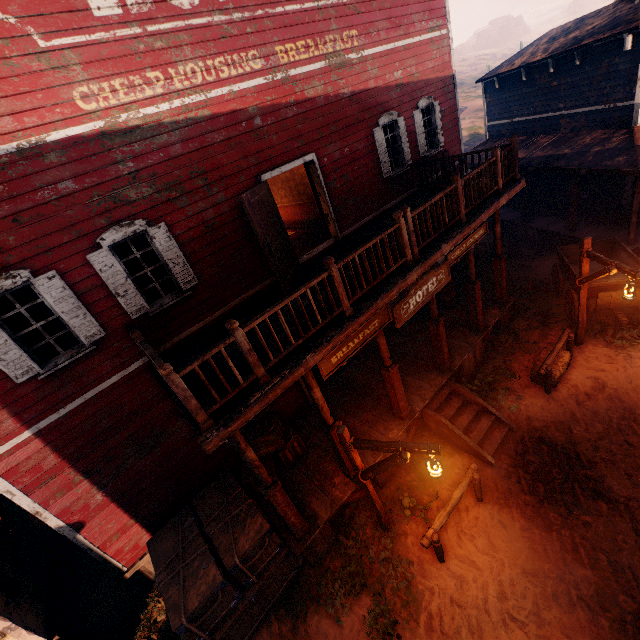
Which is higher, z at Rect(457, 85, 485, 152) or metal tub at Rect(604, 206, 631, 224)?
z at Rect(457, 85, 485, 152)

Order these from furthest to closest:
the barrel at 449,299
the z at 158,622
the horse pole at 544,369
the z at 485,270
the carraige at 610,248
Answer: the z at 485,270, the barrel at 449,299, the carraige at 610,248, the horse pole at 544,369, the z at 158,622

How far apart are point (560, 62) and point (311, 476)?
17.65m

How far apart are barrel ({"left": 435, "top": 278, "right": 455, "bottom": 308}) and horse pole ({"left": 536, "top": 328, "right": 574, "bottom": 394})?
3.3 meters

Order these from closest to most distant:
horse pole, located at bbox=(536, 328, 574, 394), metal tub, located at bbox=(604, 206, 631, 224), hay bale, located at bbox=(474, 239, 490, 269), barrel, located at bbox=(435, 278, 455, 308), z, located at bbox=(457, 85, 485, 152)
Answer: horse pole, located at bbox=(536, 328, 574, 394), barrel, located at bbox=(435, 278, 455, 308), metal tub, located at bbox=(604, 206, 631, 224), hay bale, located at bbox=(474, 239, 490, 269), z, located at bbox=(457, 85, 485, 152)

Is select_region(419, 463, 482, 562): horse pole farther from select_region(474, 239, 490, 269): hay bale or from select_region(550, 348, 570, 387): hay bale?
select_region(474, 239, 490, 269): hay bale

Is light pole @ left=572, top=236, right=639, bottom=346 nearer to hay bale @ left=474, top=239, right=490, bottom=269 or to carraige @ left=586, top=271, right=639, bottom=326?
carraige @ left=586, top=271, right=639, bottom=326

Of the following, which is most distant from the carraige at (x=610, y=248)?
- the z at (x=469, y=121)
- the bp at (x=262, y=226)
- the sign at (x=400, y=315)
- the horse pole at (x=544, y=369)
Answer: the bp at (x=262, y=226)
